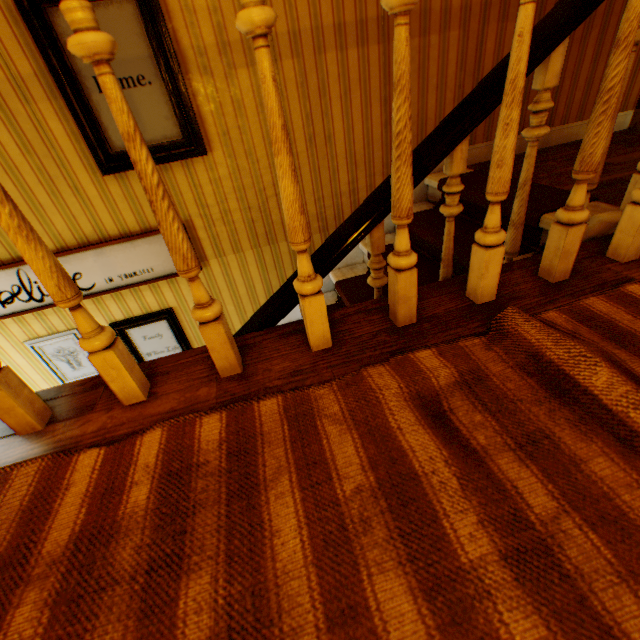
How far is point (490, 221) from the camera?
1.1m

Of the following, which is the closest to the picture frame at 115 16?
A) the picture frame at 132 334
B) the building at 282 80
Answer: the building at 282 80

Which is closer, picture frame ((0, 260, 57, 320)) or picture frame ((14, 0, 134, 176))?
picture frame ((14, 0, 134, 176))

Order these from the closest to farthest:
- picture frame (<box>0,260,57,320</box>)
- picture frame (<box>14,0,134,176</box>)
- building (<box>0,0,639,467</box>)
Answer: building (<box>0,0,639,467</box>)
picture frame (<box>14,0,134,176</box>)
picture frame (<box>0,260,57,320</box>)

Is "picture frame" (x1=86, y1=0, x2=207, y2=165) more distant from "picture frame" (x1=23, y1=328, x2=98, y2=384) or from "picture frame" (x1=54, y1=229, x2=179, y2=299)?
"picture frame" (x1=23, y1=328, x2=98, y2=384)

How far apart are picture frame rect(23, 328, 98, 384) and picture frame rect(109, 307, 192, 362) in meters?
0.3 m

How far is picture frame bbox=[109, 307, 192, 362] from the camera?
2.97m

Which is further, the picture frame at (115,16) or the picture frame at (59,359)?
the picture frame at (59,359)
